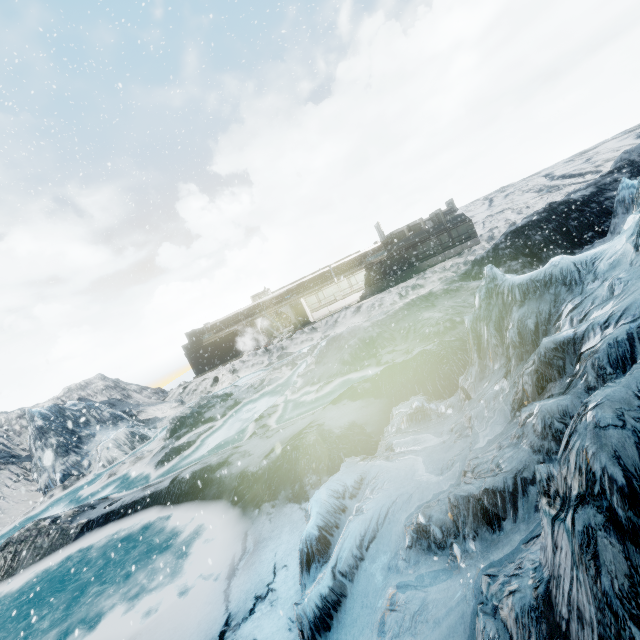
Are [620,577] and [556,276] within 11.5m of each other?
yes
